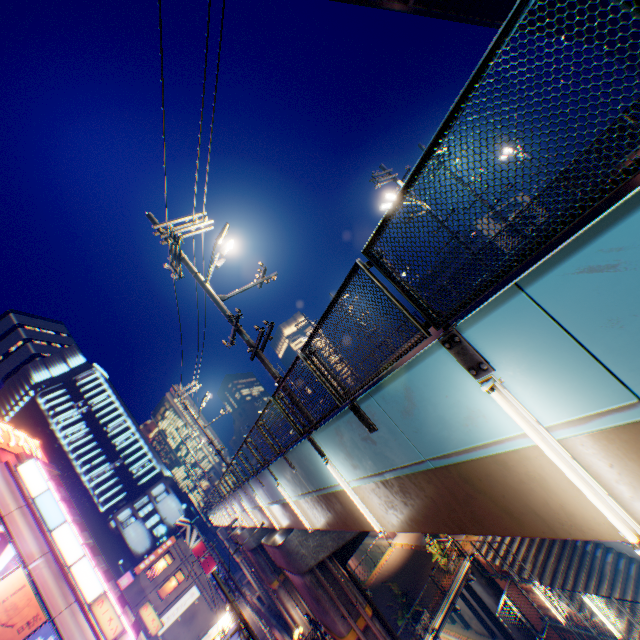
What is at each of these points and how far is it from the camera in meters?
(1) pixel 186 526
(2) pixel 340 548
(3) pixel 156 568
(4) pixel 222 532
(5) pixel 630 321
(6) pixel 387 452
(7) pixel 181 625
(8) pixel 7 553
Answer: (1) billboard, 51.2
(2) overpass support, 14.5
(3) window glass, 47.1
(4) overpass support, 41.5
(5) overpass support, 2.3
(6) overpass support, 5.3
(7) building, 44.5
(8) billboard, 25.0

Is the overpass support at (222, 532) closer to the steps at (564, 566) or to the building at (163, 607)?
the building at (163, 607)

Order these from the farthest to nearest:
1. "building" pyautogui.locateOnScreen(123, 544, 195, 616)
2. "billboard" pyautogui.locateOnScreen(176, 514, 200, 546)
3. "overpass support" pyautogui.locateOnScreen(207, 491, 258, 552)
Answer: "billboard" pyautogui.locateOnScreen(176, 514, 200, 546) → "building" pyautogui.locateOnScreen(123, 544, 195, 616) → "overpass support" pyautogui.locateOnScreen(207, 491, 258, 552)

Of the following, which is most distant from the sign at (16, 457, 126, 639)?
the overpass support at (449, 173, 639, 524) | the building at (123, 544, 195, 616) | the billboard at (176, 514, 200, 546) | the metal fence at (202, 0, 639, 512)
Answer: the billboard at (176, 514, 200, 546)

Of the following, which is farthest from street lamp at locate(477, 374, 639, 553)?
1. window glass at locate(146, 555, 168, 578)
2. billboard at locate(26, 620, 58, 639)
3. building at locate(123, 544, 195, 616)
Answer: window glass at locate(146, 555, 168, 578)

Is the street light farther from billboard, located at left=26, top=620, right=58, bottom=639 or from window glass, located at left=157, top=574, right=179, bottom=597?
window glass, located at left=157, top=574, right=179, bottom=597

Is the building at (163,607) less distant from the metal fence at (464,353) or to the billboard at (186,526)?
the billboard at (186,526)

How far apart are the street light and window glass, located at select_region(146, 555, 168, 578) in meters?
55.2
